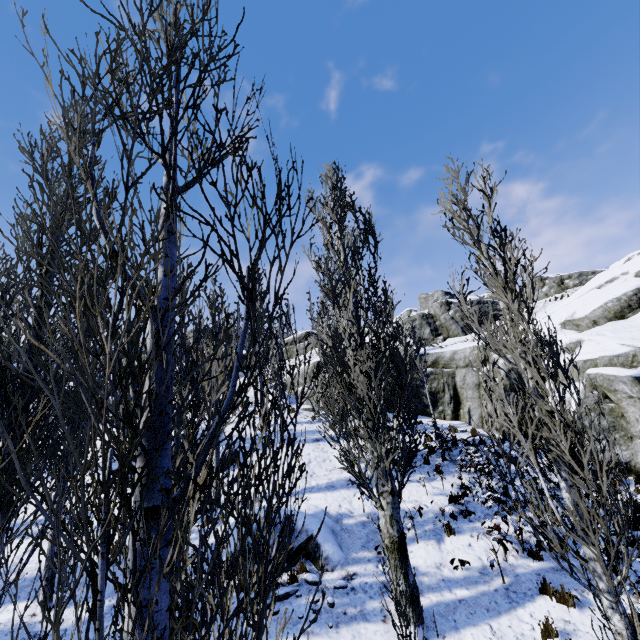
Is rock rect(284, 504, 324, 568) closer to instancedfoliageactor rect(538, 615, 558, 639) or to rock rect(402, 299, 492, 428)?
instancedfoliageactor rect(538, 615, 558, 639)

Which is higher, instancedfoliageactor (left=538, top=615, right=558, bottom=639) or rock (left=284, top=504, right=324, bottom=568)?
rock (left=284, top=504, right=324, bottom=568)

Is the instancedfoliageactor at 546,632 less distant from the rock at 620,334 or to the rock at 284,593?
the rock at 620,334

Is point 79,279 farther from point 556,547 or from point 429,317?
point 429,317

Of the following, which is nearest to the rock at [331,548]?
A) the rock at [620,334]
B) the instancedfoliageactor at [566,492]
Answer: the instancedfoliageactor at [566,492]

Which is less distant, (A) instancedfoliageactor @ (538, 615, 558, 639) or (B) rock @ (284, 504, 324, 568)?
(A) instancedfoliageactor @ (538, 615, 558, 639)

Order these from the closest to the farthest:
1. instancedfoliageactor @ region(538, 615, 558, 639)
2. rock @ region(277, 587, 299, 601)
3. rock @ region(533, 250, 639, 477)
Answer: instancedfoliageactor @ region(538, 615, 558, 639)
rock @ region(277, 587, 299, 601)
rock @ region(533, 250, 639, 477)
